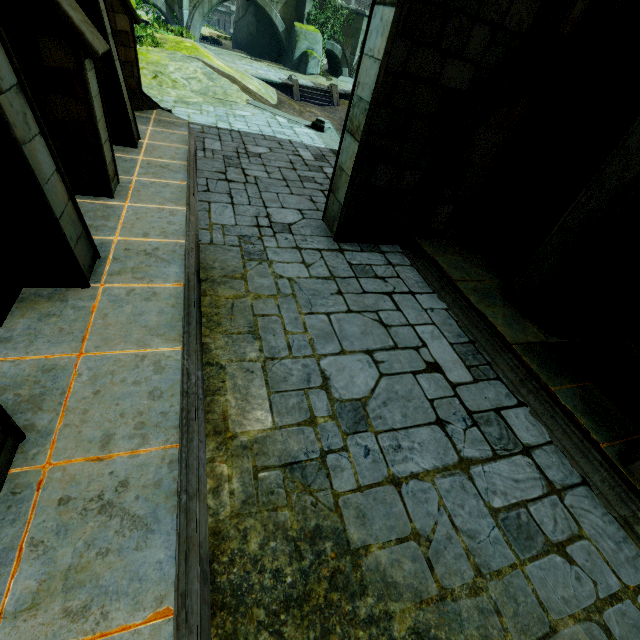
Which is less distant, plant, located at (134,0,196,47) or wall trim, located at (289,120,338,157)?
wall trim, located at (289,120,338,157)

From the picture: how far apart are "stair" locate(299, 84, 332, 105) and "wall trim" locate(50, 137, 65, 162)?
21.5 meters

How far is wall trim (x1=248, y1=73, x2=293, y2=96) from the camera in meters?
20.8 m

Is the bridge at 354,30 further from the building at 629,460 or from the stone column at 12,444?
the stone column at 12,444

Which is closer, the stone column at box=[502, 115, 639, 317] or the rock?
the stone column at box=[502, 115, 639, 317]

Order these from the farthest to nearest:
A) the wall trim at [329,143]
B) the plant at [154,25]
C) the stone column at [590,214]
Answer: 1. the plant at [154,25]
2. the wall trim at [329,143]
3. the stone column at [590,214]

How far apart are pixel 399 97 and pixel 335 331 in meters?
3.9 m

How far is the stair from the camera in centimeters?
2233cm
